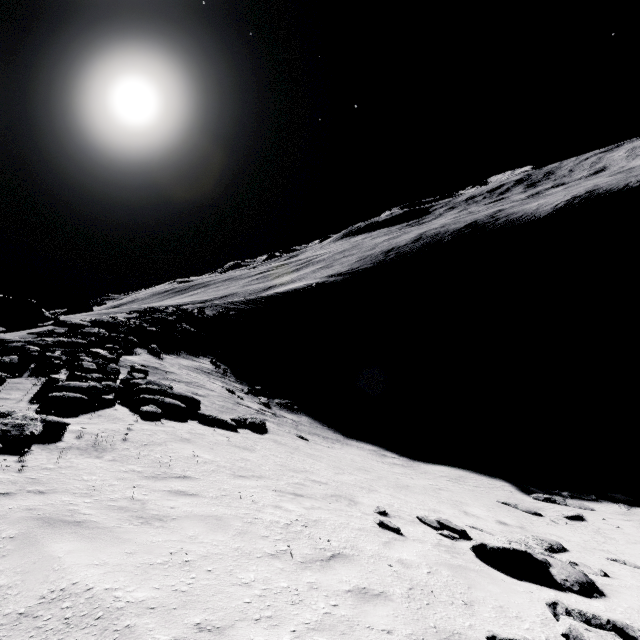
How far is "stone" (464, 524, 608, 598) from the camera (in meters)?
7.05

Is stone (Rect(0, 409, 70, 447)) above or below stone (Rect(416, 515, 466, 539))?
above

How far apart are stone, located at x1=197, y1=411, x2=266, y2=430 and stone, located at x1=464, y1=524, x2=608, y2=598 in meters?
10.1 m

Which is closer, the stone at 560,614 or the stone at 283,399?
the stone at 560,614

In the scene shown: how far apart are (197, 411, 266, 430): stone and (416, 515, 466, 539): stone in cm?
833

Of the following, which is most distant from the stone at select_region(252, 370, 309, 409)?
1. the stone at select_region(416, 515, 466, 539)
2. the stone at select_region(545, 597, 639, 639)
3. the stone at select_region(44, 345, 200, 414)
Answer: the stone at select_region(545, 597, 639, 639)

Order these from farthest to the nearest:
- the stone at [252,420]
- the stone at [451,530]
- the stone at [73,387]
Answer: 1. the stone at [252,420]
2. the stone at [73,387]
3. the stone at [451,530]

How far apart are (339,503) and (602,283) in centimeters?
6151cm
